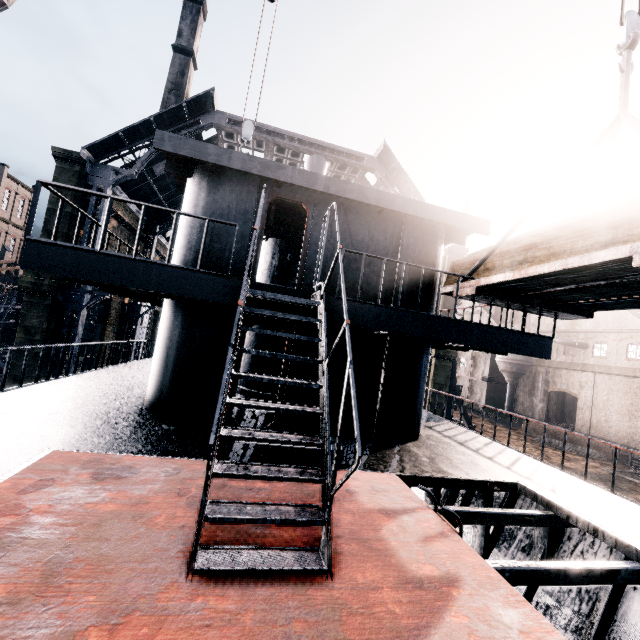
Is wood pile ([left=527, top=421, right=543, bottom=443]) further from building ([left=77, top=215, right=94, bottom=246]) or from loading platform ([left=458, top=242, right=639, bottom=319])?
loading platform ([left=458, top=242, right=639, bottom=319])

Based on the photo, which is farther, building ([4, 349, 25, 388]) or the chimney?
the chimney

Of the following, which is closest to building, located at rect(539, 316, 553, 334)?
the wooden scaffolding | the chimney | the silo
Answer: the silo

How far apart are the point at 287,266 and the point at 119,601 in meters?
10.2 m

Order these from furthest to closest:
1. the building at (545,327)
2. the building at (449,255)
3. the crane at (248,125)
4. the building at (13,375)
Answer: the building at (545,327)
the building at (449,255)
the building at (13,375)
the crane at (248,125)

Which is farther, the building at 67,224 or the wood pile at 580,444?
the wood pile at 580,444

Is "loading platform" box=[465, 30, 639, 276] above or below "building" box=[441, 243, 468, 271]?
below

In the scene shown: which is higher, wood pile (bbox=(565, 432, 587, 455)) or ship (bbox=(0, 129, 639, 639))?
ship (bbox=(0, 129, 639, 639))
